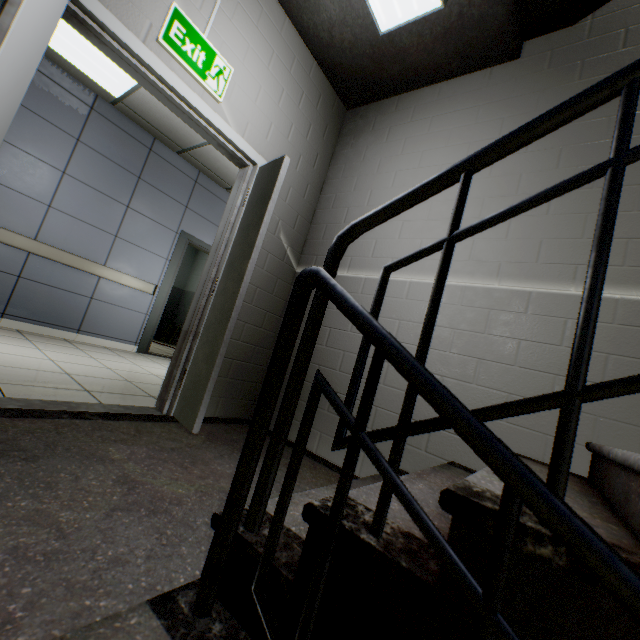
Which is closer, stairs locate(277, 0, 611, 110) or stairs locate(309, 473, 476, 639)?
stairs locate(309, 473, 476, 639)

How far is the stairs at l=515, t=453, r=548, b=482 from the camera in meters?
1.2 m

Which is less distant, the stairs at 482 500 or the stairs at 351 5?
the stairs at 482 500

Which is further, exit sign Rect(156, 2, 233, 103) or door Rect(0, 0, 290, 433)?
exit sign Rect(156, 2, 233, 103)

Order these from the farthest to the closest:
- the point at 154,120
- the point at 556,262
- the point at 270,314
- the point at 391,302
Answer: the point at 154,120
the point at 270,314
the point at 391,302
the point at 556,262

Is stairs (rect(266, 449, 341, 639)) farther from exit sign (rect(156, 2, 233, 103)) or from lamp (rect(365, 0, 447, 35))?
exit sign (rect(156, 2, 233, 103))

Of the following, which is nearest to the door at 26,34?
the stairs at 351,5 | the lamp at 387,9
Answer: the stairs at 351,5

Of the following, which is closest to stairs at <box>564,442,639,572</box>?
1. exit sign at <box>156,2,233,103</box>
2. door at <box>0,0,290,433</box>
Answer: door at <box>0,0,290,433</box>
